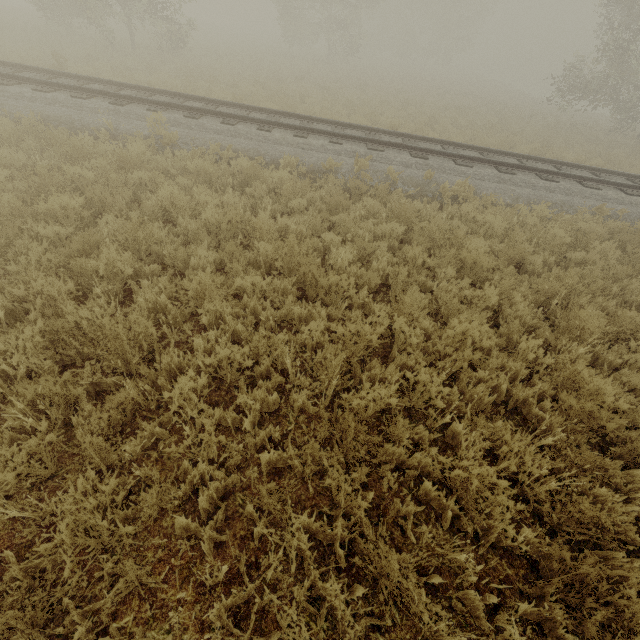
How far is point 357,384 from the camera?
4.0 meters
